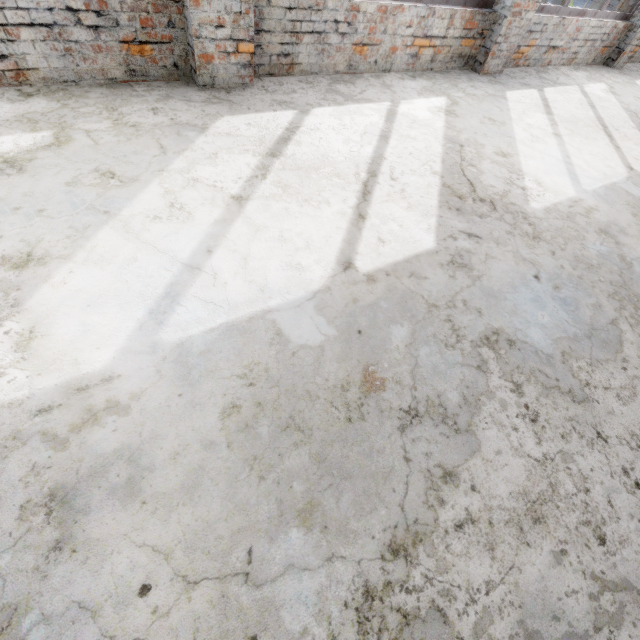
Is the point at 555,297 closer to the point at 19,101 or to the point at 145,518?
the point at 145,518
